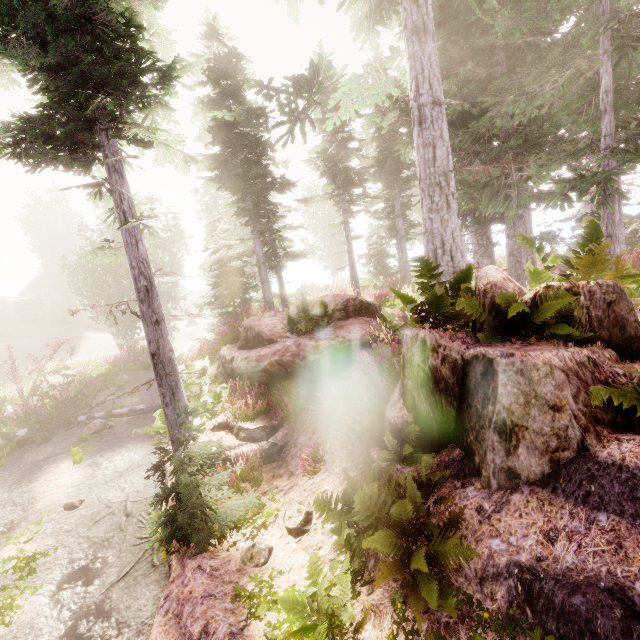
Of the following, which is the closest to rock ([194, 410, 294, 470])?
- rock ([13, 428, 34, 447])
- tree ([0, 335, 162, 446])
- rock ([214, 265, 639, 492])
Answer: tree ([0, 335, 162, 446])

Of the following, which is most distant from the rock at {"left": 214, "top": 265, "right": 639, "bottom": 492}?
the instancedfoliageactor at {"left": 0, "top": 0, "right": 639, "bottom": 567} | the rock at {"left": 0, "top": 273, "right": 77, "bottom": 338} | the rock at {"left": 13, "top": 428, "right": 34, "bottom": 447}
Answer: the rock at {"left": 0, "top": 273, "right": 77, "bottom": 338}

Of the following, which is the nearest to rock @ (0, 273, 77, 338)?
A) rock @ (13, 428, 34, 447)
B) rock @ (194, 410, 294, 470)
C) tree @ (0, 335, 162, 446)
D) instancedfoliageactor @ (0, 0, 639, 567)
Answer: instancedfoliageactor @ (0, 0, 639, 567)

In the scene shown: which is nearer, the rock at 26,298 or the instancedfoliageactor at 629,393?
the instancedfoliageactor at 629,393

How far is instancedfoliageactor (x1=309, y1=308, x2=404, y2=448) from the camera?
6.3m

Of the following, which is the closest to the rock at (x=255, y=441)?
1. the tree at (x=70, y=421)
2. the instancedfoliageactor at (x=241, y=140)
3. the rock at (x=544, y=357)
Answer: the instancedfoliageactor at (x=241, y=140)

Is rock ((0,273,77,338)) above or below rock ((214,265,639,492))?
above

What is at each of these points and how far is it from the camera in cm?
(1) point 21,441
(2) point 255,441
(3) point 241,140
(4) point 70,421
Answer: (1) rock, 1238
(2) rock, 801
(3) instancedfoliageactor, 1319
(4) tree, 1388
